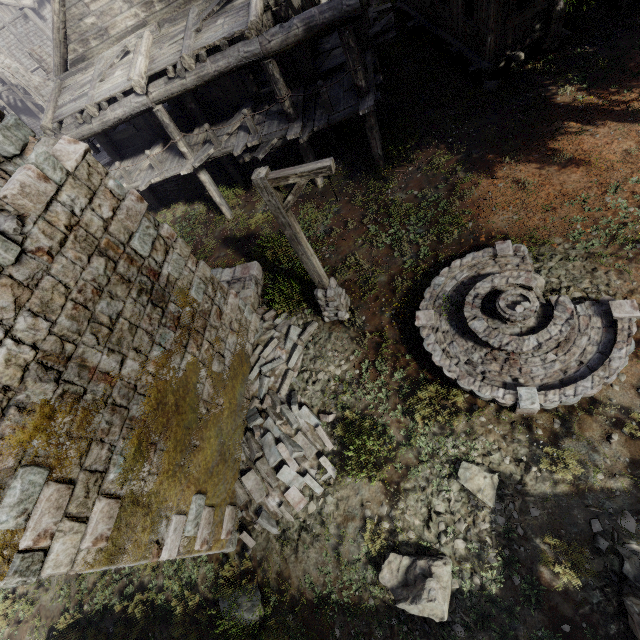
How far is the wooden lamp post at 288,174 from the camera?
5.6m

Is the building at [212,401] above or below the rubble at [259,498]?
above

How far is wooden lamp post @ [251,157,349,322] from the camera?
5.64m

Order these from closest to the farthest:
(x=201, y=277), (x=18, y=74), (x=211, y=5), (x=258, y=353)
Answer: (x=201, y=277)
(x=258, y=353)
(x=211, y=5)
(x=18, y=74)

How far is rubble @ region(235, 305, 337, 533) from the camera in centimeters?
761cm

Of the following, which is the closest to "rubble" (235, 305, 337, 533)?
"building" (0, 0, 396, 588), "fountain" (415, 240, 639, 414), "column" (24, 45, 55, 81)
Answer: "building" (0, 0, 396, 588)

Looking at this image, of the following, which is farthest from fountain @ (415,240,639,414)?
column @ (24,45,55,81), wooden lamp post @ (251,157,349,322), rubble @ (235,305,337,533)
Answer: column @ (24,45,55,81)

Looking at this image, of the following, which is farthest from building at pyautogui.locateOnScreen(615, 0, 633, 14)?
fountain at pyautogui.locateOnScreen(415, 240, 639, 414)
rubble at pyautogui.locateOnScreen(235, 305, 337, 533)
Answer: fountain at pyautogui.locateOnScreen(415, 240, 639, 414)
